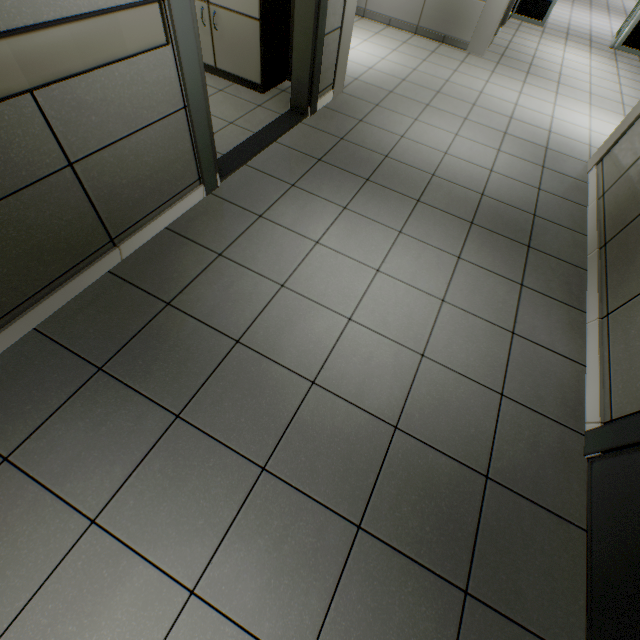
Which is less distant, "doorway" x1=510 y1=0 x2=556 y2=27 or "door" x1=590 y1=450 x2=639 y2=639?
"door" x1=590 y1=450 x2=639 y2=639

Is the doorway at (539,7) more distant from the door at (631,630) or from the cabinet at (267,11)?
the door at (631,630)

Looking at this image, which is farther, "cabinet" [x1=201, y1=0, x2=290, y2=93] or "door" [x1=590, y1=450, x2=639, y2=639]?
"cabinet" [x1=201, y1=0, x2=290, y2=93]

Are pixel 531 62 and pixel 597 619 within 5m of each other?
no

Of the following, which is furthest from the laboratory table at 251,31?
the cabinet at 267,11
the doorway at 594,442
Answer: the doorway at 594,442

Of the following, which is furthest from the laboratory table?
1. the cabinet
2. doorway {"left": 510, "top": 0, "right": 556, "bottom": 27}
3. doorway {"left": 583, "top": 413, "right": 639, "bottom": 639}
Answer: doorway {"left": 510, "top": 0, "right": 556, "bottom": 27}

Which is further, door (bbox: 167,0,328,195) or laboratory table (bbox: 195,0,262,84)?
laboratory table (bbox: 195,0,262,84)
